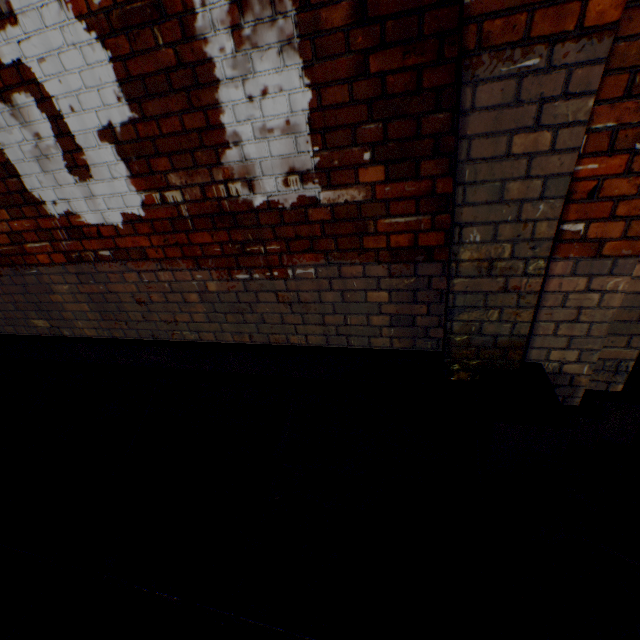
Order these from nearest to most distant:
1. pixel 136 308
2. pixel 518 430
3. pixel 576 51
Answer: pixel 576 51, pixel 518 430, pixel 136 308

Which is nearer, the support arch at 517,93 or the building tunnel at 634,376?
the support arch at 517,93

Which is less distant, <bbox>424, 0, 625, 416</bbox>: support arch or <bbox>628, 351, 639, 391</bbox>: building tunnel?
<bbox>424, 0, 625, 416</bbox>: support arch

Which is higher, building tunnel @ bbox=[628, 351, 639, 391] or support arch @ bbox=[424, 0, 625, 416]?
support arch @ bbox=[424, 0, 625, 416]

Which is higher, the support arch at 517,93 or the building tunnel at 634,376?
the support arch at 517,93
